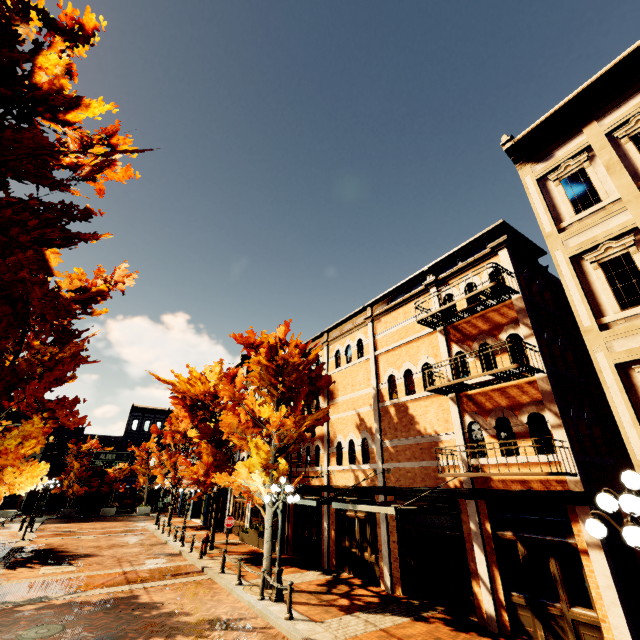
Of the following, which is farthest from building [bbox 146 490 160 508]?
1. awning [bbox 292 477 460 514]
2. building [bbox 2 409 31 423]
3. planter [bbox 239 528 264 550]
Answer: awning [bbox 292 477 460 514]

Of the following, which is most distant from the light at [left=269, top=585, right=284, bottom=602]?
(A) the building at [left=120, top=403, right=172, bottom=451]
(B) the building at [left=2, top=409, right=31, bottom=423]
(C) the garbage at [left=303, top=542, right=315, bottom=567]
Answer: (A) the building at [left=120, top=403, right=172, bottom=451]

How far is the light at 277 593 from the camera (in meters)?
10.47

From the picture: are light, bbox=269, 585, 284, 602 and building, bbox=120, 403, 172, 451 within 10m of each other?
no

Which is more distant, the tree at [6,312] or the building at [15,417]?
the building at [15,417]

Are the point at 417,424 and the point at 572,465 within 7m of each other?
yes

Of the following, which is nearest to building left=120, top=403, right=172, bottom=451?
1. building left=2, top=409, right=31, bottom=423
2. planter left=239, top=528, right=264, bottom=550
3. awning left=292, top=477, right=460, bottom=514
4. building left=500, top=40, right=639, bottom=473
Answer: building left=2, top=409, right=31, bottom=423

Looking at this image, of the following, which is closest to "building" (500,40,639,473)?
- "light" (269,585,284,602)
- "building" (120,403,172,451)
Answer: "light" (269,585,284,602)
